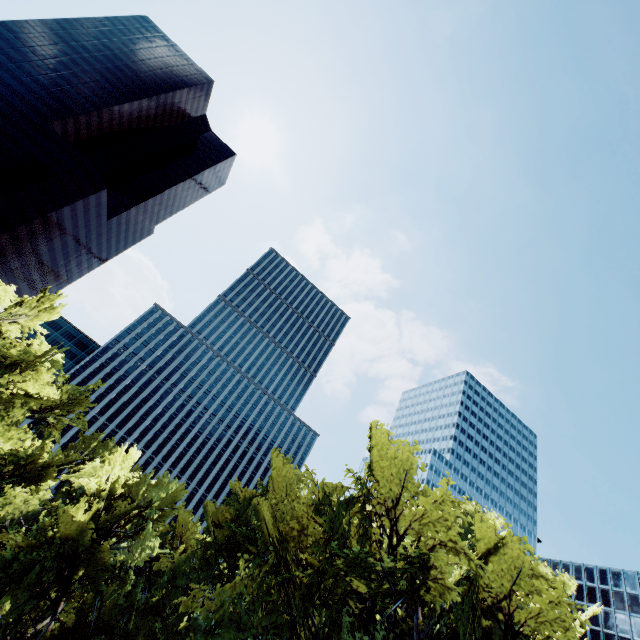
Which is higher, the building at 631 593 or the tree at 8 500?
the building at 631 593

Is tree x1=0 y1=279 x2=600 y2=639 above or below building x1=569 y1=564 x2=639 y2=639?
below

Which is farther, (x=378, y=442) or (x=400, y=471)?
(x=378, y=442)

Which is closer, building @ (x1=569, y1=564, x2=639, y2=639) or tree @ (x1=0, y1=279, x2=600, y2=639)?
tree @ (x1=0, y1=279, x2=600, y2=639)

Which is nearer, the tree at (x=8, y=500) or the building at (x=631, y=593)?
the tree at (x=8, y=500)
